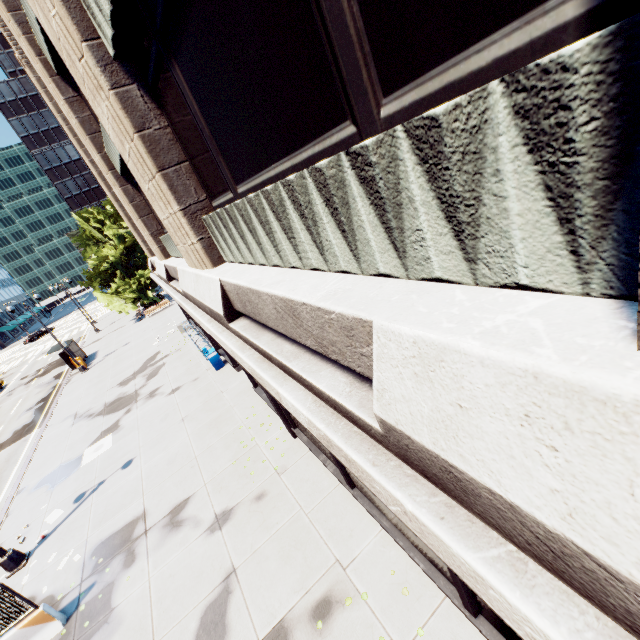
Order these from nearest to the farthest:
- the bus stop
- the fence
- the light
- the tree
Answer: the fence
the light
the bus stop
the tree

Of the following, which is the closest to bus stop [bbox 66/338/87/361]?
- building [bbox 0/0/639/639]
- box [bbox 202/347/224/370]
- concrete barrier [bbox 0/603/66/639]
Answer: building [bbox 0/0/639/639]

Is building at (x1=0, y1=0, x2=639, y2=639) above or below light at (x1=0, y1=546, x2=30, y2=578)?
above

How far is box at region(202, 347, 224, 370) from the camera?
17.0m

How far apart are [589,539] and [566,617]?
0.53m

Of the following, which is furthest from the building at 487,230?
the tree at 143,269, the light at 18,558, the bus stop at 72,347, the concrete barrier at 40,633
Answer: the bus stop at 72,347

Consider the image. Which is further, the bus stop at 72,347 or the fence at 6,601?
the bus stop at 72,347

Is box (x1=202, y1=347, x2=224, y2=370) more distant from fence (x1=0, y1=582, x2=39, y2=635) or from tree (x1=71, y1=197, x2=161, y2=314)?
A: tree (x1=71, y1=197, x2=161, y2=314)
